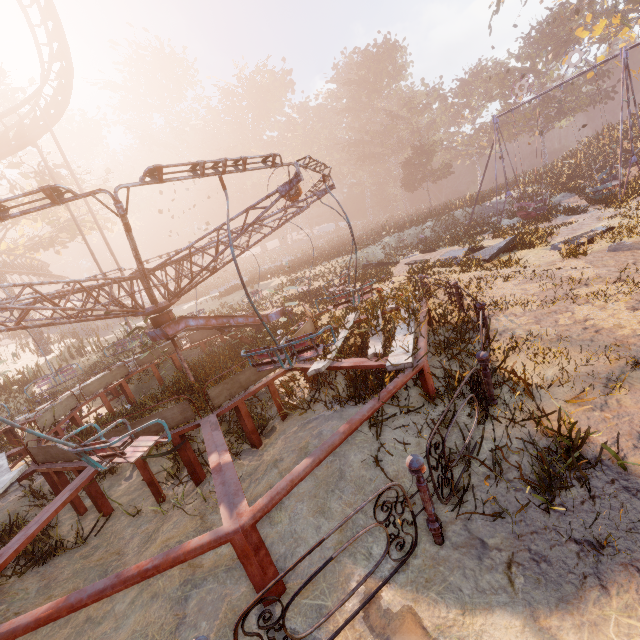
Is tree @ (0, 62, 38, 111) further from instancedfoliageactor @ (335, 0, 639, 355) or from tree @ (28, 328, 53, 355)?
instancedfoliageactor @ (335, 0, 639, 355)

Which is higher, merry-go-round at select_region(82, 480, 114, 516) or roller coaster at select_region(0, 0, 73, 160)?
roller coaster at select_region(0, 0, 73, 160)

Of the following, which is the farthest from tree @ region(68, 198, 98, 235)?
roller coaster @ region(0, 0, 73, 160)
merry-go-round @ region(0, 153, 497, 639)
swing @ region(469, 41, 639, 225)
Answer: swing @ region(469, 41, 639, 225)

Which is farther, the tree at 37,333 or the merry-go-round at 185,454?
the tree at 37,333

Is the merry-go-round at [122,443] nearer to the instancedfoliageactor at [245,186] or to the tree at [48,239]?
the instancedfoliageactor at [245,186]

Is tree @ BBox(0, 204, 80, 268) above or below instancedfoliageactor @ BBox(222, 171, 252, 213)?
below

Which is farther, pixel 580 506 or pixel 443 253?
pixel 443 253
